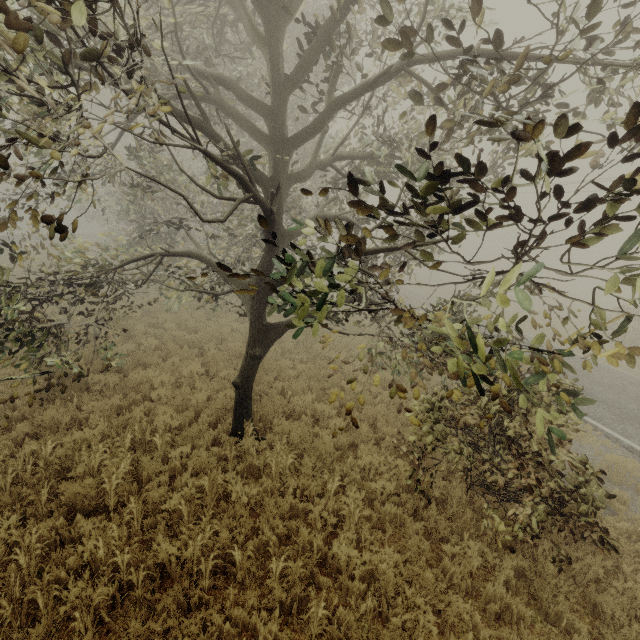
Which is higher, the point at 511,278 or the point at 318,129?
the point at 318,129

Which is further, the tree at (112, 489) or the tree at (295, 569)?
the tree at (112, 489)

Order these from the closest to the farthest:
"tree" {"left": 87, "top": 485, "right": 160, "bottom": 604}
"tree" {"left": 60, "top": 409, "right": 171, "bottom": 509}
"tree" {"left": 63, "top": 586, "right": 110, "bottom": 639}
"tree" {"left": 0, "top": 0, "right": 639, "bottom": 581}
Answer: "tree" {"left": 0, "top": 0, "right": 639, "bottom": 581}
"tree" {"left": 63, "top": 586, "right": 110, "bottom": 639}
"tree" {"left": 87, "top": 485, "right": 160, "bottom": 604}
"tree" {"left": 60, "top": 409, "right": 171, "bottom": 509}

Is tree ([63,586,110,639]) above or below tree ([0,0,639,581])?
below

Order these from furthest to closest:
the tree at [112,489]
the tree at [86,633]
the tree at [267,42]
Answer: the tree at [112,489] → the tree at [86,633] → the tree at [267,42]

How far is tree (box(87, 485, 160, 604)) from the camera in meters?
4.0 m
